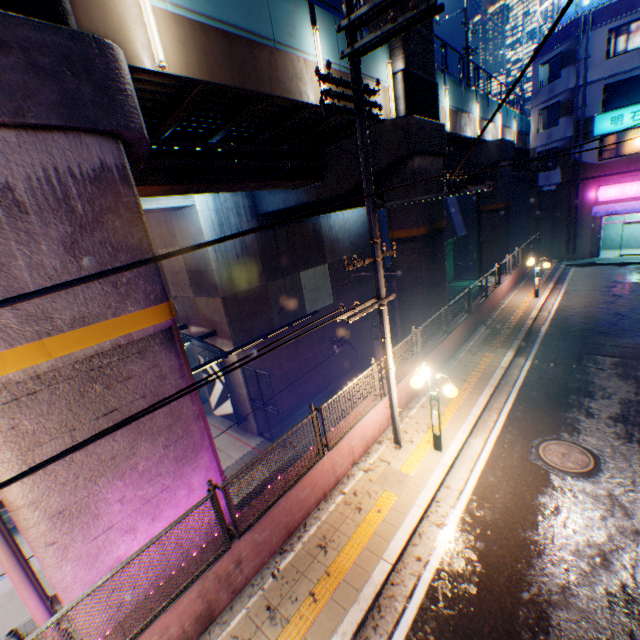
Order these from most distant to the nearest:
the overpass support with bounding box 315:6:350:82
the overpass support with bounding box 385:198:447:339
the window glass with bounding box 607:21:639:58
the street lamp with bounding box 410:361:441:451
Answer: the window glass with bounding box 607:21:639:58 < the overpass support with bounding box 385:198:447:339 < the overpass support with bounding box 315:6:350:82 < the street lamp with bounding box 410:361:441:451

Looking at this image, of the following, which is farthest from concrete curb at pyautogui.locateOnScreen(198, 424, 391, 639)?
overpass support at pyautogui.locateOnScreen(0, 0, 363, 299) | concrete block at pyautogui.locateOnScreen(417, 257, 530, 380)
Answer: overpass support at pyautogui.locateOnScreen(0, 0, 363, 299)

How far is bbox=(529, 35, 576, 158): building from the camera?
21.9m

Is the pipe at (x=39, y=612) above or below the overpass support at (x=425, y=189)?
below

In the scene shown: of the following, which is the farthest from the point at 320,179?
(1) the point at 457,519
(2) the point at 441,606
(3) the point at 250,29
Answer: (2) the point at 441,606

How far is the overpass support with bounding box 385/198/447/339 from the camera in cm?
1370

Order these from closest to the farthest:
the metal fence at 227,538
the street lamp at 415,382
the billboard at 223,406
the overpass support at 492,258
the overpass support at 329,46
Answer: the metal fence at 227,538
the street lamp at 415,382
the overpass support at 329,46
the billboard at 223,406
the overpass support at 492,258

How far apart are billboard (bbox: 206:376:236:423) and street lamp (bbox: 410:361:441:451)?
13.00m
